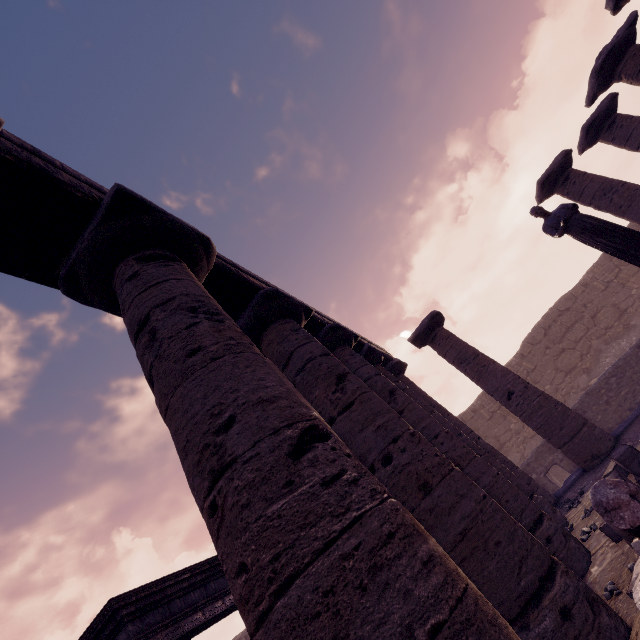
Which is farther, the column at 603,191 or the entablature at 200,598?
the column at 603,191

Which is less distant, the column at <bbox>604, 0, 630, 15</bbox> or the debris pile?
the debris pile

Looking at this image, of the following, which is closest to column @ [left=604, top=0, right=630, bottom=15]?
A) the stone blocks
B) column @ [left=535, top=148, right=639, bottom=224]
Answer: column @ [left=535, top=148, right=639, bottom=224]

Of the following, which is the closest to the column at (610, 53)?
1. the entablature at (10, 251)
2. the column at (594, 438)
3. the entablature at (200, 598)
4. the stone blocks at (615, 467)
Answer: the entablature at (10, 251)

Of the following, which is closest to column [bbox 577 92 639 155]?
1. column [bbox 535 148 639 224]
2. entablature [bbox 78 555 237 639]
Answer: column [bbox 535 148 639 224]

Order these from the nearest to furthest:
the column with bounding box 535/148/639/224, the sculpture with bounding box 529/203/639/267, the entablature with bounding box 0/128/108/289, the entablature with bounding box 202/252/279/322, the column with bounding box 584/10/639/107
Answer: the entablature with bounding box 0/128/108/289 < the entablature with bounding box 202/252/279/322 < the sculpture with bounding box 529/203/639/267 < the column with bounding box 584/10/639/107 < the column with bounding box 535/148/639/224

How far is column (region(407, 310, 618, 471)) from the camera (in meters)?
7.78

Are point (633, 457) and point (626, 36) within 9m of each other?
no
